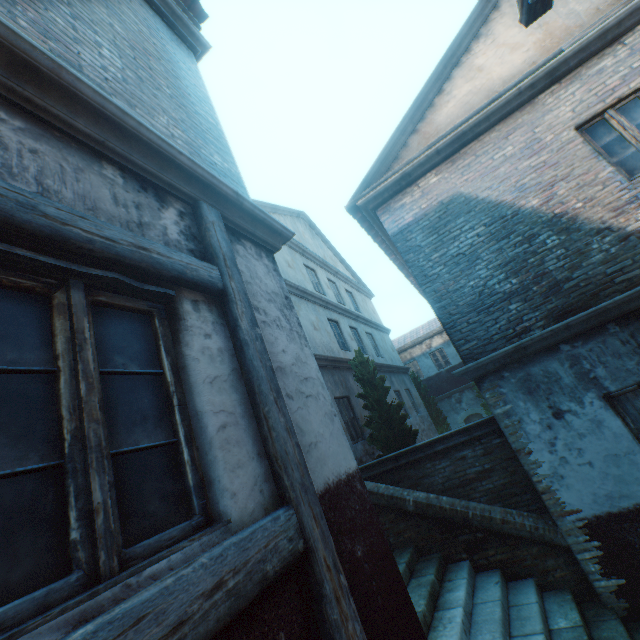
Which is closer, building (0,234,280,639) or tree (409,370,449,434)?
building (0,234,280,639)

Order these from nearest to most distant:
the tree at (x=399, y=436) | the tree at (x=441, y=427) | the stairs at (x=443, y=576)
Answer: the stairs at (x=443, y=576)
the tree at (x=399, y=436)
the tree at (x=441, y=427)

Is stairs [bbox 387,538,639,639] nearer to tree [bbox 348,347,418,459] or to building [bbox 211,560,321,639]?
building [bbox 211,560,321,639]

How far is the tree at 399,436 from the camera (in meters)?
8.16

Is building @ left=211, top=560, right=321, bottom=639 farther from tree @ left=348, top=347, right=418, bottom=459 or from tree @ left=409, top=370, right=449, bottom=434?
tree @ left=409, top=370, right=449, bottom=434

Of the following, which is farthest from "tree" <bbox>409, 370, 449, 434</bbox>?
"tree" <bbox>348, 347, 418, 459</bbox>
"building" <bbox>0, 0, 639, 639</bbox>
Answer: "building" <bbox>0, 0, 639, 639</bbox>

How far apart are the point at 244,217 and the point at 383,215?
4.5 meters

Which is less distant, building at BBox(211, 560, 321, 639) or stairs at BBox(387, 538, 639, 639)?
building at BBox(211, 560, 321, 639)
